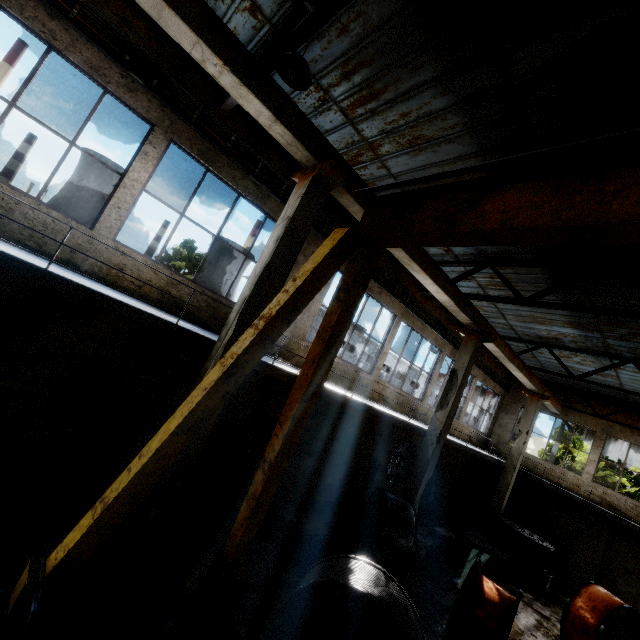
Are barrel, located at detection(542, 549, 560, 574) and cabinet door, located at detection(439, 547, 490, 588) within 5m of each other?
no

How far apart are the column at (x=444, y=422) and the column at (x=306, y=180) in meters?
7.5

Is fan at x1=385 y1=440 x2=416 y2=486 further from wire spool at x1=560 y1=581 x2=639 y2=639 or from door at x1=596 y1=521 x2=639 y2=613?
door at x1=596 y1=521 x2=639 y2=613

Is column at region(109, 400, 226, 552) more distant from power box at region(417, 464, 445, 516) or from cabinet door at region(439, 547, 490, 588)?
power box at region(417, 464, 445, 516)

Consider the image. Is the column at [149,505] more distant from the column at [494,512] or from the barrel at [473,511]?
the barrel at [473,511]

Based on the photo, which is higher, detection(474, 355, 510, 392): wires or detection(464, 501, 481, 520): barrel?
detection(474, 355, 510, 392): wires

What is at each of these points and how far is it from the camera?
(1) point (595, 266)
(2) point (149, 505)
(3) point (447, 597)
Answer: (1) roof support, 7.84m
(2) column, 5.07m
(3) concrete debris, 9.11m

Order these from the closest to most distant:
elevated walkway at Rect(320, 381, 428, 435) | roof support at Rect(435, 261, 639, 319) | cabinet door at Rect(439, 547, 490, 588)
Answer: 1. roof support at Rect(435, 261, 639, 319)
2. elevated walkway at Rect(320, 381, 428, 435)
3. cabinet door at Rect(439, 547, 490, 588)
